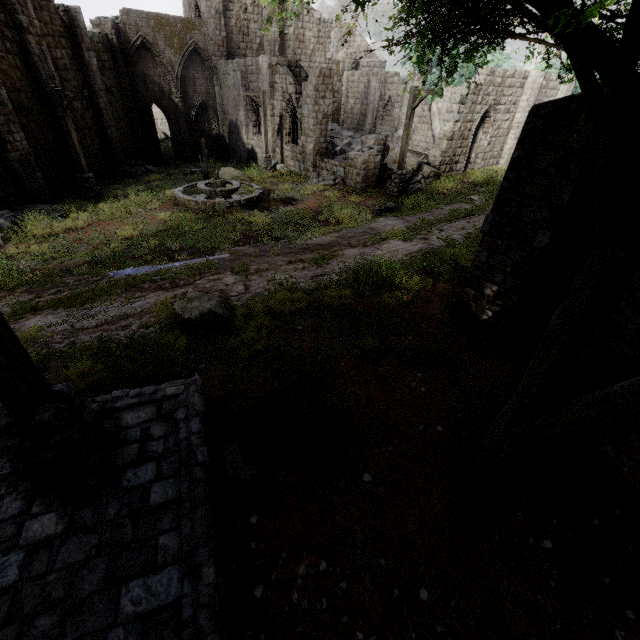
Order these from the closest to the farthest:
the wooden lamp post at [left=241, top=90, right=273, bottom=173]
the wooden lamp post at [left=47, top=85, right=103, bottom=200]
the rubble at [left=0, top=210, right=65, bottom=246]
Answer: the rubble at [left=0, top=210, right=65, bottom=246] < the wooden lamp post at [left=47, top=85, right=103, bottom=200] < the wooden lamp post at [left=241, top=90, right=273, bottom=173]

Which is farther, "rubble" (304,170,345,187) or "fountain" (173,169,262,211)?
"rubble" (304,170,345,187)

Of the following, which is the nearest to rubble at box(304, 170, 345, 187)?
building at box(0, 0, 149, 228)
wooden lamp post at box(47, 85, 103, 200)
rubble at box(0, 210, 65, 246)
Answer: building at box(0, 0, 149, 228)

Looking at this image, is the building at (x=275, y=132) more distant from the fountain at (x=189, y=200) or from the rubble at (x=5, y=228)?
the fountain at (x=189, y=200)

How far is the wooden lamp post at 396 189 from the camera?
14.73m

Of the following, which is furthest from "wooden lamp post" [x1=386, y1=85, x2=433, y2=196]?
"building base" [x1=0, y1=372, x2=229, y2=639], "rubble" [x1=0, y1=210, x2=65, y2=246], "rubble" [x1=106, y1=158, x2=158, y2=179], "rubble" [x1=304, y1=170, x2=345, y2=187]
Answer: "rubble" [x1=106, y1=158, x2=158, y2=179]

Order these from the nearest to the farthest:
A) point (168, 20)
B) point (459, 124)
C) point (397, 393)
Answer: point (397, 393) < point (459, 124) < point (168, 20)

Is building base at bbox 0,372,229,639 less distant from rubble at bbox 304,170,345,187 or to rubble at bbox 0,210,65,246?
rubble at bbox 0,210,65,246
